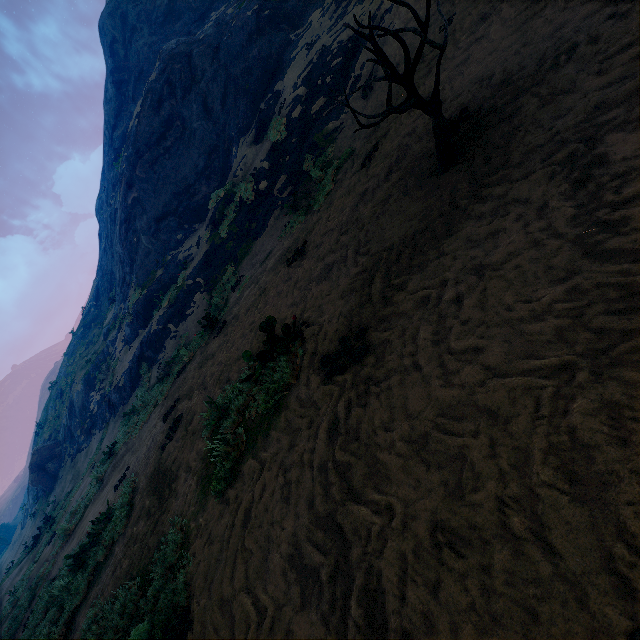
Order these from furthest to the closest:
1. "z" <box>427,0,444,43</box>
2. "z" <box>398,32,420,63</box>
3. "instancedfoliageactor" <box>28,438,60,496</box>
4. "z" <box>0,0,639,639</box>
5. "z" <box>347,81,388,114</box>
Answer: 1. "instancedfoliageactor" <box>28,438,60,496</box>
2. "z" <box>347,81,388,114</box>
3. "z" <box>398,32,420,63</box>
4. "z" <box>427,0,444,43</box>
5. "z" <box>0,0,639,639</box>

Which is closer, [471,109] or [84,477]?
[471,109]

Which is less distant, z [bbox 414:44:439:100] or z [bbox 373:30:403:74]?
z [bbox 414:44:439:100]

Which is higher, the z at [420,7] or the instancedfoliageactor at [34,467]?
the instancedfoliageactor at [34,467]

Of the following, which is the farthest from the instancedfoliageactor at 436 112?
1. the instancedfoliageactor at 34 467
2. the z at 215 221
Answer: the instancedfoliageactor at 34 467

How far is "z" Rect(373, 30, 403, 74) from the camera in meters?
8.6 m

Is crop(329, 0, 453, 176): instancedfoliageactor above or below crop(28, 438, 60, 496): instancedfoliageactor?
below

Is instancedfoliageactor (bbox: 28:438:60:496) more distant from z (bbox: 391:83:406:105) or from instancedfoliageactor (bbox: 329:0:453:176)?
instancedfoliageactor (bbox: 329:0:453:176)
